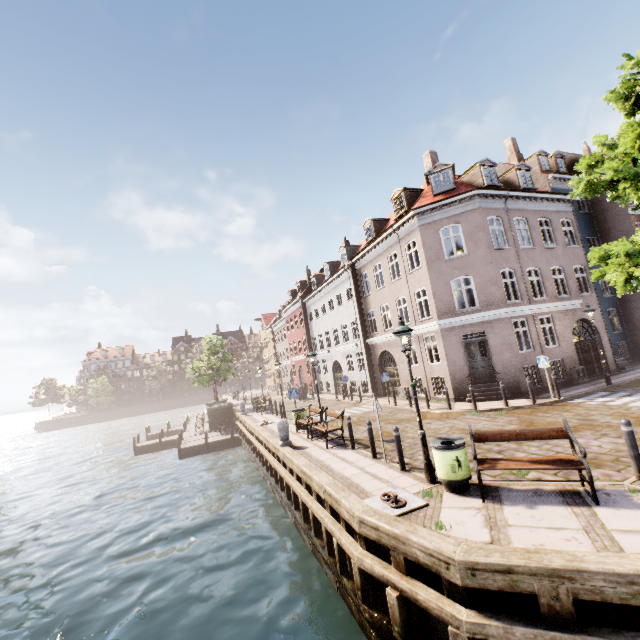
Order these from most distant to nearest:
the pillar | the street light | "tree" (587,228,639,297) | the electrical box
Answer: the electrical box, the pillar, "tree" (587,228,639,297), the street light

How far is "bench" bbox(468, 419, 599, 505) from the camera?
5.65m

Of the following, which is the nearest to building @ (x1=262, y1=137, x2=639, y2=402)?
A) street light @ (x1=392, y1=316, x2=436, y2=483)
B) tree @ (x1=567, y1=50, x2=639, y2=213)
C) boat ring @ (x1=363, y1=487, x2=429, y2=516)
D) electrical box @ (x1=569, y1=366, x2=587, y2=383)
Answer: electrical box @ (x1=569, y1=366, x2=587, y2=383)

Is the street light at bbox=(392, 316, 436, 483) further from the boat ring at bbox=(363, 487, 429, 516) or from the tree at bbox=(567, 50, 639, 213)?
the boat ring at bbox=(363, 487, 429, 516)

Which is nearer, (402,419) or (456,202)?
(402,419)

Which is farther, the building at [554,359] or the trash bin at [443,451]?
the building at [554,359]

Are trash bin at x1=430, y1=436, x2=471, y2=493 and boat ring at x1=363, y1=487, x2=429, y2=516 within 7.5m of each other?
yes

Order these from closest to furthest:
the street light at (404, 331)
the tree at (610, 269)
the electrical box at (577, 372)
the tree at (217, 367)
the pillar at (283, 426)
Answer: the street light at (404, 331)
the tree at (610, 269)
the pillar at (283, 426)
the electrical box at (577, 372)
the tree at (217, 367)
